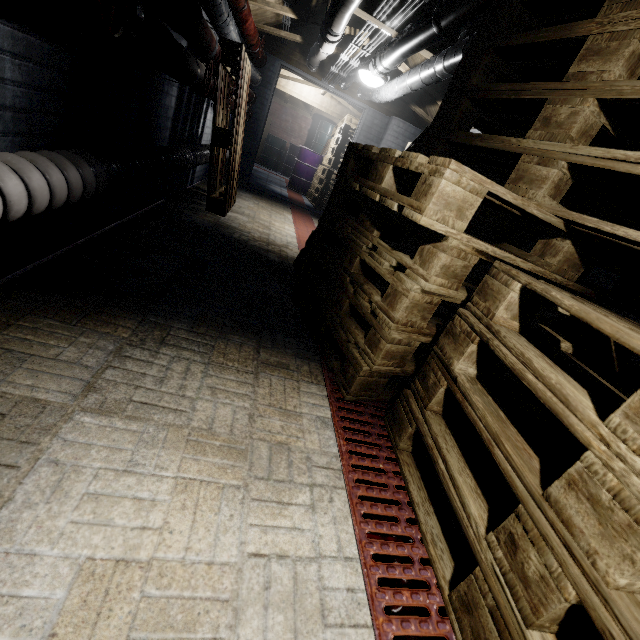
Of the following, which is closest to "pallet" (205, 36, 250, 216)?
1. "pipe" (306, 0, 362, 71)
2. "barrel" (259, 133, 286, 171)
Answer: "pipe" (306, 0, 362, 71)

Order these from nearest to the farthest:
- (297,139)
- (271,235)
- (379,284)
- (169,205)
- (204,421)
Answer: (204,421), (379,284), (169,205), (271,235), (297,139)

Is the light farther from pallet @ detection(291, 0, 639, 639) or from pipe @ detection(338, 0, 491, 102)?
pallet @ detection(291, 0, 639, 639)

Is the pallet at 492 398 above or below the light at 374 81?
below

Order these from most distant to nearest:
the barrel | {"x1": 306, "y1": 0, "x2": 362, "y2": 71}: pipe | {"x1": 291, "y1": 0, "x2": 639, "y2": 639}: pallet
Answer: the barrel < {"x1": 306, "y1": 0, "x2": 362, "y2": 71}: pipe < {"x1": 291, "y1": 0, "x2": 639, "y2": 639}: pallet

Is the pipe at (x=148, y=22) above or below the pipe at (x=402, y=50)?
below

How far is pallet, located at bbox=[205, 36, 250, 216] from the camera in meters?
2.8

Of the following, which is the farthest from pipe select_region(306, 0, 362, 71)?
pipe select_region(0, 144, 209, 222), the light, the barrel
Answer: the barrel
